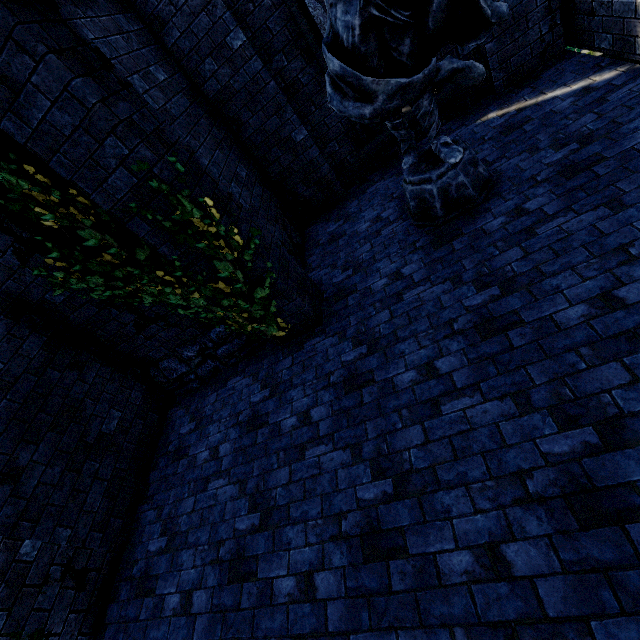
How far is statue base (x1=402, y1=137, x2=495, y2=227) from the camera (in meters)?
3.89

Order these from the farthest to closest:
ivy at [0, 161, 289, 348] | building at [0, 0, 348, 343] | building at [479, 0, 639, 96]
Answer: building at [479, 0, 639, 96] < ivy at [0, 161, 289, 348] < building at [0, 0, 348, 343]

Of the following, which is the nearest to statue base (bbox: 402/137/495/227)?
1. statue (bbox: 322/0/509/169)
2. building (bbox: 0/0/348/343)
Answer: statue (bbox: 322/0/509/169)

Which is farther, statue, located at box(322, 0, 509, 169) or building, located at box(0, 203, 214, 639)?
building, located at box(0, 203, 214, 639)

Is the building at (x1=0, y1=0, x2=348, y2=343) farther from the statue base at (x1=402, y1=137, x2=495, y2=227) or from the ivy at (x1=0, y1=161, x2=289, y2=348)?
the statue base at (x1=402, y1=137, x2=495, y2=227)

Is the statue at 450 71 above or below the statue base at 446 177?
above

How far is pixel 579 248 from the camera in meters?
2.9

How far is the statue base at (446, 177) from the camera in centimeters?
389cm
